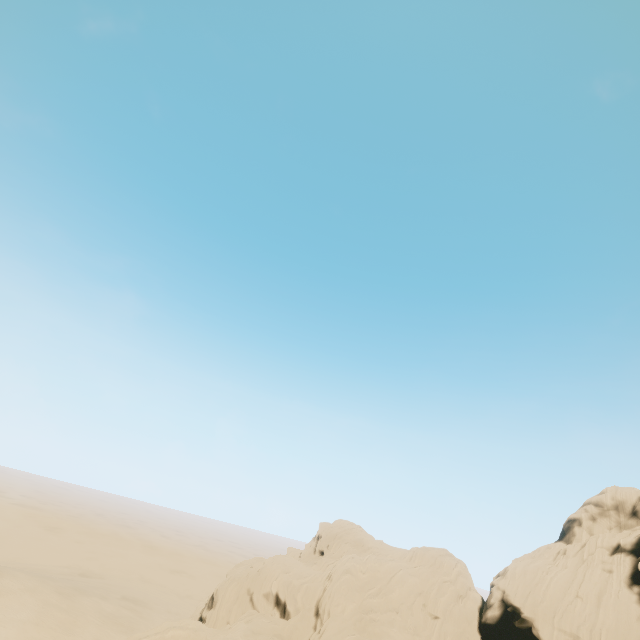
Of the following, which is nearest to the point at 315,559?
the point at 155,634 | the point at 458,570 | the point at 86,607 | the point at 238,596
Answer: the point at 238,596
